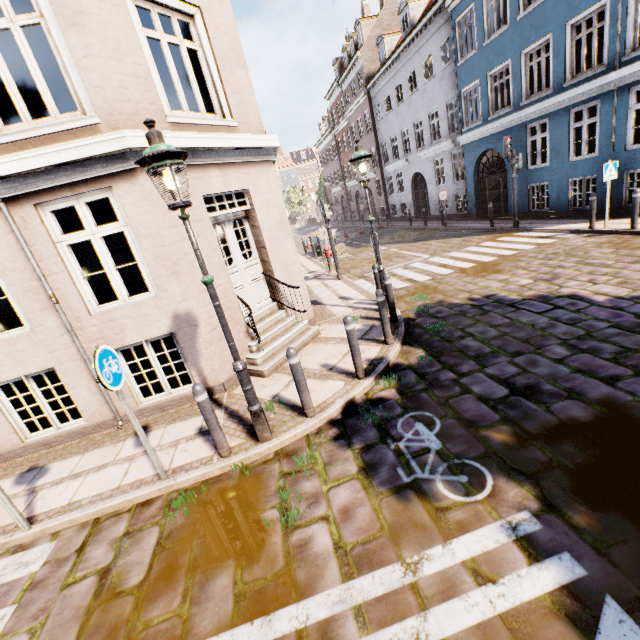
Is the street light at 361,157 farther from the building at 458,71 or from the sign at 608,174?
the sign at 608,174

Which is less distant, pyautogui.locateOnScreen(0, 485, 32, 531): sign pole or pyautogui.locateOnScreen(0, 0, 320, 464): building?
pyautogui.locateOnScreen(0, 485, 32, 531): sign pole

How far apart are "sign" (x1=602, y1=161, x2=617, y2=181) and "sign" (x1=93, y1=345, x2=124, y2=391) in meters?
13.1

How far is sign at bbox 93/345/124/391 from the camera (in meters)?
3.46

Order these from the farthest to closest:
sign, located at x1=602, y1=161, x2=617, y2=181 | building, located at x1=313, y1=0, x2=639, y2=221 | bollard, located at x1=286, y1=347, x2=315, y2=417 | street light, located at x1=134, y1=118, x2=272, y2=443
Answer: building, located at x1=313, y1=0, x2=639, y2=221 → sign, located at x1=602, y1=161, x2=617, y2=181 → bollard, located at x1=286, y1=347, x2=315, y2=417 → street light, located at x1=134, y1=118, x2=272, y2=443

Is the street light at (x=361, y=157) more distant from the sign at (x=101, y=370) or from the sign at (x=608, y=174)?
the sign at (x=608, y=174)

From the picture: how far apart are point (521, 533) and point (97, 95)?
7.12m

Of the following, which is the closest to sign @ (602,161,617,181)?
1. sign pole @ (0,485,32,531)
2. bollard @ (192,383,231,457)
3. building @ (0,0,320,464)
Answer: building @ (0,0,320,464)
